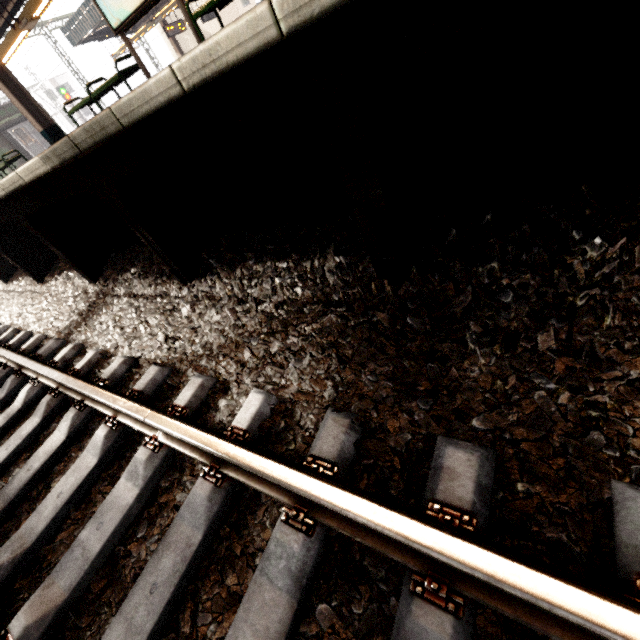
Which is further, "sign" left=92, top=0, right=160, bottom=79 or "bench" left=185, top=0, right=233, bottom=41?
"sign" left=92, top=0, right=160, bottom=79

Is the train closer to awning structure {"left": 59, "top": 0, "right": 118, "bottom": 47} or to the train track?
awning structure {"left": 59, "top": 0, "right": 118, "bottom": 47}

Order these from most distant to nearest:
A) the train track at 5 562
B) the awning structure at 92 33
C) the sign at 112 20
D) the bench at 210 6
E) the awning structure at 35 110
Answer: the awning structure at 92 33 → the awning structure at 35 110 → the sign at 112 20 → the bench at 210 6 → the train track at 5 562

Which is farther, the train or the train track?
the train

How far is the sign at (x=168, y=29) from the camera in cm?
1759

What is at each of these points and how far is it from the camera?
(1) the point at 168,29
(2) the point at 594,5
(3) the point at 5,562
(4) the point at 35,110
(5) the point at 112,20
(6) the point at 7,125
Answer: (1) sign, 17.6m
(2) platform underside, 1.1m
(3) train track, 1.6m
(4) awning structure, 7.7m
(5) sign, 5.0m
(6) train, 17.3m

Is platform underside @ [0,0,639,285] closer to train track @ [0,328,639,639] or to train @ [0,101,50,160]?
train track @ [0,328,639,639]

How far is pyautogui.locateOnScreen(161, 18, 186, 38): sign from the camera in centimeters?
1759cm
